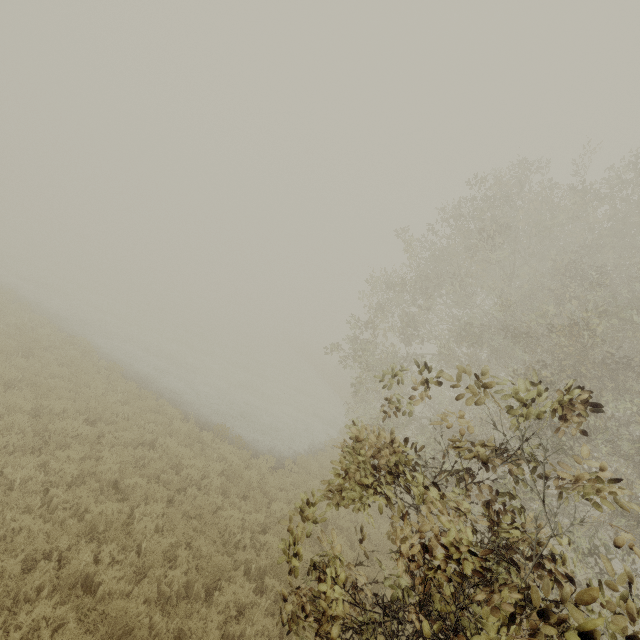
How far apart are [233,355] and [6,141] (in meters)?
69.32
